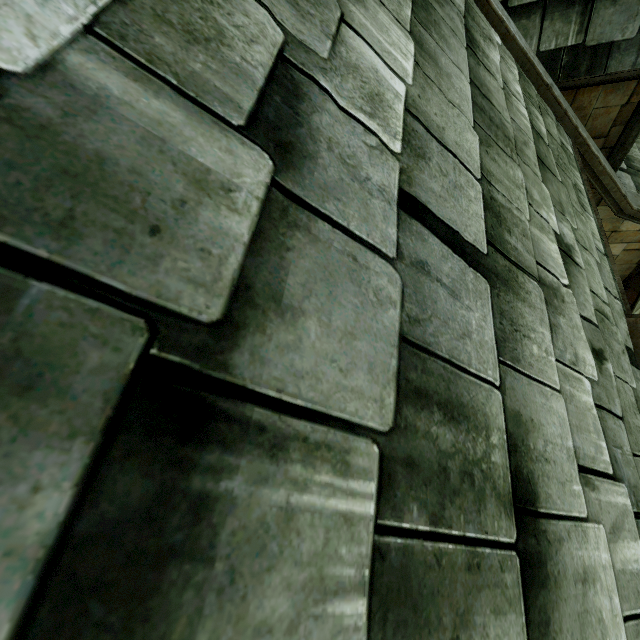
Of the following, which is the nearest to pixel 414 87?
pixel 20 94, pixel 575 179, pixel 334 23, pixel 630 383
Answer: pixel 334 23
